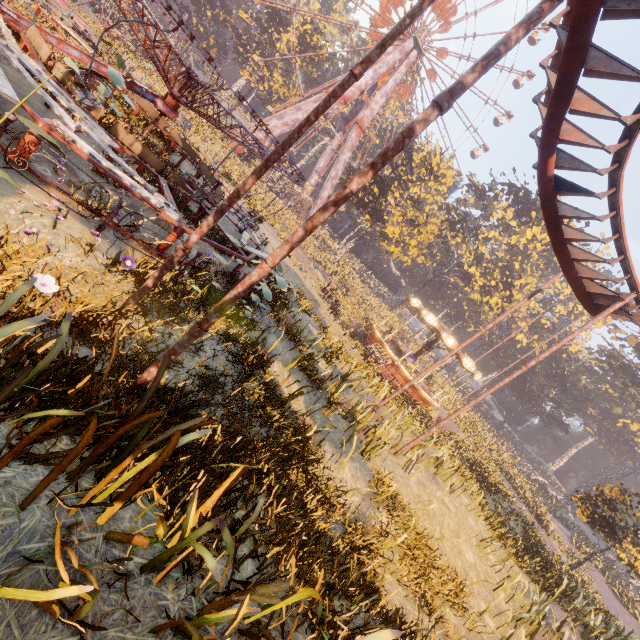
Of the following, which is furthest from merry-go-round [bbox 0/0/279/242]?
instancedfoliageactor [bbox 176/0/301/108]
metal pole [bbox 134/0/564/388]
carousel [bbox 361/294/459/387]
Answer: instancedfoliageactor [bbox 176/0/301/108]

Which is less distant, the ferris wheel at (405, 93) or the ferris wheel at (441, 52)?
the ferris wheel at (441, 52)

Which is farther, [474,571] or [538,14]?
[474,571]

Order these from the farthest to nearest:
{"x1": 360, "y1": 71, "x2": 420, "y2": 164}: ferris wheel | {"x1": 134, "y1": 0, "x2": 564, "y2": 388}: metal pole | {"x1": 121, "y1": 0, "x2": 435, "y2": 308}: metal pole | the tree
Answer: {"x1": 360, "y1": 71, "x2": 420, "y2": 164}: ferris wheel < the tree < {"x1": 121, "y1": 0, "x2": 435, "y2": 308}: metal pole < {"x1": 134, "y1": 0, "x2": 564, "y2": 388}: metal pole

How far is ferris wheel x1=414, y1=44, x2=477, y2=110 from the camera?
43.88m

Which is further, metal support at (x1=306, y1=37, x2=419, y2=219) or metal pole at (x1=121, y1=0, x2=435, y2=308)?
metal support at (x1=306, y1=37, x2=419, y2=219)

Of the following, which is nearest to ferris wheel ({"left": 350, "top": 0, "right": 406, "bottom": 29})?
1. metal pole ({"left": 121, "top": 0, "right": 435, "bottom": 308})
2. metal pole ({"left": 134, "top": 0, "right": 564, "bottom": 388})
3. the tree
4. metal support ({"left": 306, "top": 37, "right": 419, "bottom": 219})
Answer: metal support ({"left": 306, "top": 37, "right": 419, "bottom": 219})

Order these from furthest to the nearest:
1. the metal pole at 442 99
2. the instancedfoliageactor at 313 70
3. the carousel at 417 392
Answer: the instancedfoliageactor at 313 70 < the carousel at 417 392 < the metal pole at 442 99
